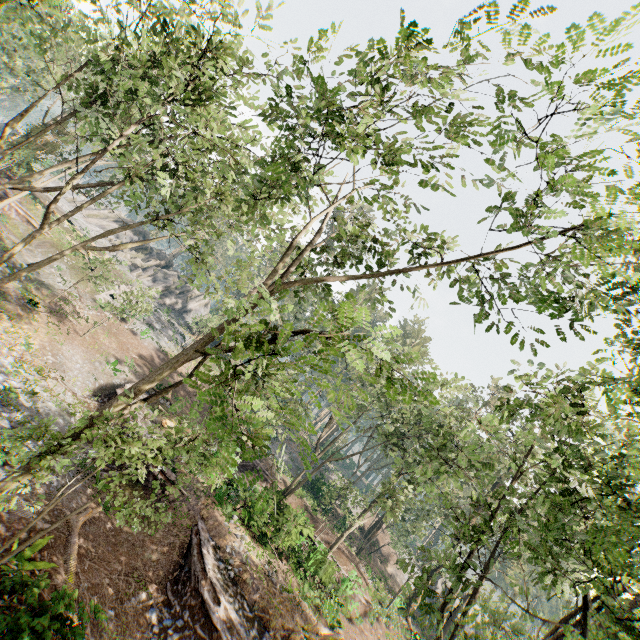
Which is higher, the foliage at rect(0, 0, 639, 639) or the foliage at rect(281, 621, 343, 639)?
the foliage at rect(0, 0, 639, 639)

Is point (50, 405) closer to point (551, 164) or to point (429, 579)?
point (551, 164)

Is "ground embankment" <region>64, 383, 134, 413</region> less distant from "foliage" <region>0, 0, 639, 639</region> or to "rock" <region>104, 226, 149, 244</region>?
"foliage" <region>0, 0, 639, 639</region>

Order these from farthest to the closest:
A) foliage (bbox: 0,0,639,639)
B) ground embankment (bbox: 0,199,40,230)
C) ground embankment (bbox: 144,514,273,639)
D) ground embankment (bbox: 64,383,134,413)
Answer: ground embankment (bbox: 0,199,40,230)
ground embankment (bbox: 64,383,134,413)
ground embankment (bbox: 144,514,273,639)
foliage (bbox: 0,0,639,639)

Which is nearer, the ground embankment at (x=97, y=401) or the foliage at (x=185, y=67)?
the foliage at (x=185, y=67)

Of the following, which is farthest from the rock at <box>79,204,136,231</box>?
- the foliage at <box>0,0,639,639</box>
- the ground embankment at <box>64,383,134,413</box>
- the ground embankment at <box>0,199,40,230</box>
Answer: the ground embankment at <box>64,383,134,413</box>

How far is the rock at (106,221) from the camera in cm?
5072
